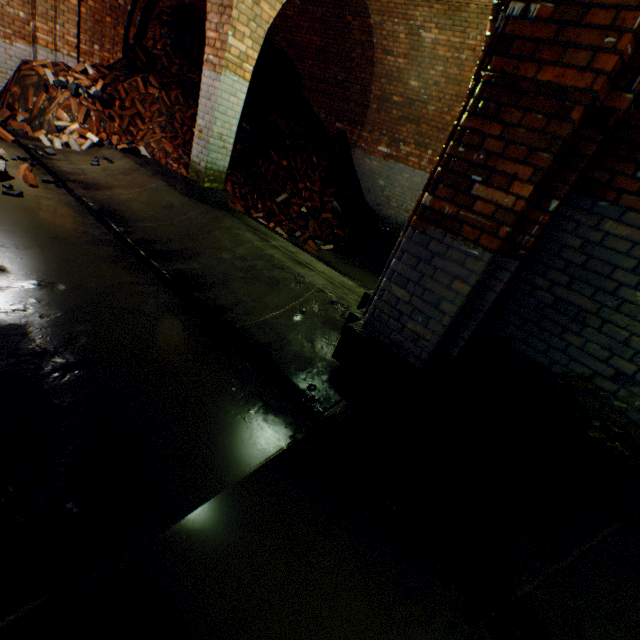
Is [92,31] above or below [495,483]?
above

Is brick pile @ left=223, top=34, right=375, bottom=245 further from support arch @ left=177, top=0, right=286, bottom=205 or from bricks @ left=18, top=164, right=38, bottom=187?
bricks @ left=18, top=164, right=38, bottom=187

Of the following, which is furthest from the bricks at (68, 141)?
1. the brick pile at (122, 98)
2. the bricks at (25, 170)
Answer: the bricks at (25, 170)

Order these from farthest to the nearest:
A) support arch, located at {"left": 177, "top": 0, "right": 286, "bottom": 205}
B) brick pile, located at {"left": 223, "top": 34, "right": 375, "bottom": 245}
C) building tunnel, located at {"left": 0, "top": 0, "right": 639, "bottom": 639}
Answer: brick pile, located at {"left": 223, "top": 34, "right": 375, "bottom": 245}, support arch, located at {"left": 177, "top": 0, "right": 286, "bottom": 205}, building tunnel, located at {"left": 0, "top": 0, "right": 639, "bottom": 639}

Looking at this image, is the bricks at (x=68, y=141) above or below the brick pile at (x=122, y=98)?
below

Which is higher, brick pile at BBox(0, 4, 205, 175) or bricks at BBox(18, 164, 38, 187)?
brick pile at BBox(0, 4, 205, 175)

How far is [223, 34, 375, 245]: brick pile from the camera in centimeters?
774cm

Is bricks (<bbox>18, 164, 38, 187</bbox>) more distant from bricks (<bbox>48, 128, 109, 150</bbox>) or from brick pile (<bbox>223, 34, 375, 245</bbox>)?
brick pile (<bbox>223, 34, 375, 245</bbox>)
